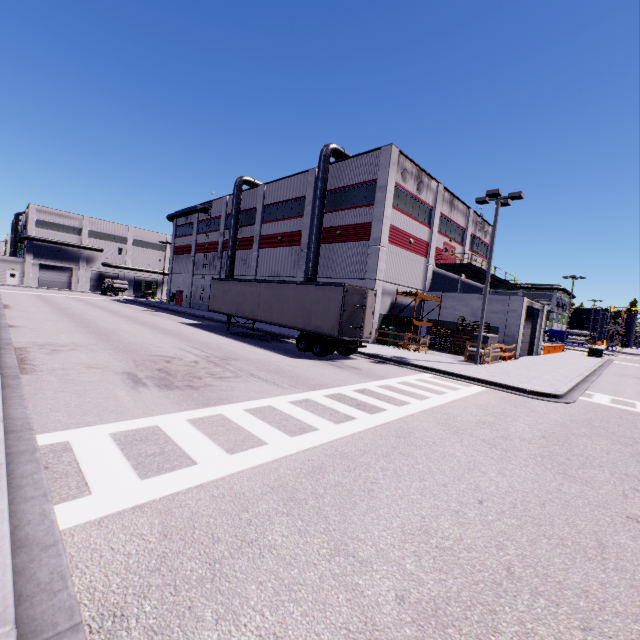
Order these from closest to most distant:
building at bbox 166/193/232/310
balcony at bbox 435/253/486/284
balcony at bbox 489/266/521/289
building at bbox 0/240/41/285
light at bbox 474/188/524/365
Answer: light at bbox 474/188/524/365, balcony at bbox 435/253/486/284, balcony at bbox 489/266/521/289, building at bbox 166/193/232/310, building at bbox 0/240/41/285

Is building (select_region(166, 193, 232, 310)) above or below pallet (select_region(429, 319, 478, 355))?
above

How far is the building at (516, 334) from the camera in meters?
24.5

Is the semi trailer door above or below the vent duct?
below

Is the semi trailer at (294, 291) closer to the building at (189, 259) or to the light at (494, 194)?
the building at (189, 259)

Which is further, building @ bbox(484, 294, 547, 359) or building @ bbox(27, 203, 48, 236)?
building @ bbox(27, 203, 48, 236)

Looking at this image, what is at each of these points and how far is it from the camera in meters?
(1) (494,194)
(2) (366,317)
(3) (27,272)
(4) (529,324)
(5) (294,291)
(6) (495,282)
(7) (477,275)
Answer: (1) light, 17.8
(2) semi trailer door, 17.5
(3) building, 58.8
(4) roll-up door, 28.7
(5) semi trailer, 18.8
(6) balcony, 39.7
(7) balcony, 34.8

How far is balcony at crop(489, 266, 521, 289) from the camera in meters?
34.2
